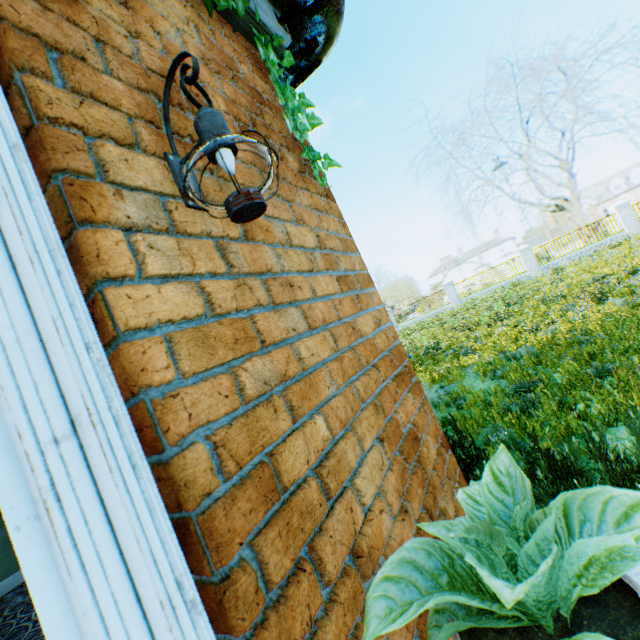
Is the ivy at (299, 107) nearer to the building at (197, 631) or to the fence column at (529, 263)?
the building at (197, 631)

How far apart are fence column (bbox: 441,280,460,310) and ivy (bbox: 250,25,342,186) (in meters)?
25.33

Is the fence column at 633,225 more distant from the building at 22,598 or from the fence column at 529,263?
the building at 22,598

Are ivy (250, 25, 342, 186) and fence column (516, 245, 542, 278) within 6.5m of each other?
no

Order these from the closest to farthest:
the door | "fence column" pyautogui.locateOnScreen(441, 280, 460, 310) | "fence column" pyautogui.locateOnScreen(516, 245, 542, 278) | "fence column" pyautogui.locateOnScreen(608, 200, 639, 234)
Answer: the door
"fence column" pyautogui.locateOnScreen(608, 200, 639, 234)
"fence column" pyautogui.locateOnScreen(516, 245, 542, 278)
"fence column" pyautogui.locateOnScreen(441, 280, 460, 310)

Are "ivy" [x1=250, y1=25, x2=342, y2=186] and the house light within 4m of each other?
yes

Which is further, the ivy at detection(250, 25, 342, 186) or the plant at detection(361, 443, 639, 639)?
the ivy at detection(250, 25, 342, 186)

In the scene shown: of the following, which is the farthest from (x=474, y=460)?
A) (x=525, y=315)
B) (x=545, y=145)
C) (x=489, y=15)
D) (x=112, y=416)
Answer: (x=489, y=15)
